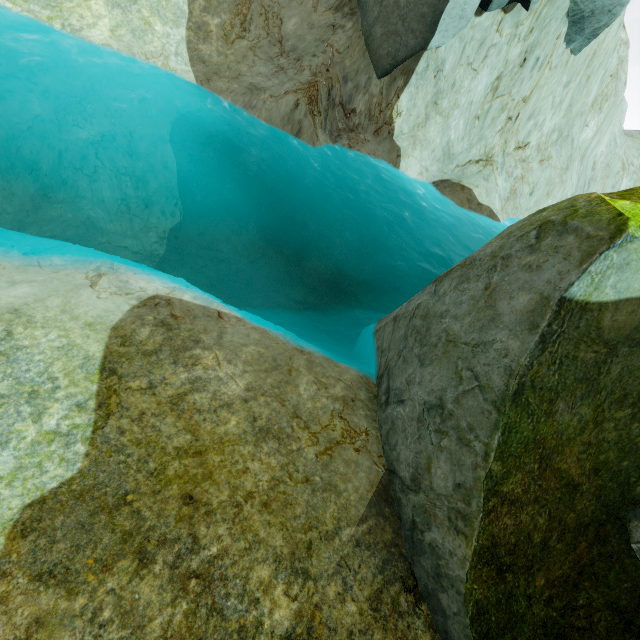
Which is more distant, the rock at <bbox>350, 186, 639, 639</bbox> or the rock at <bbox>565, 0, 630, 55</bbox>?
the rock at <bbox>565, 0, 630, 55</bbox>

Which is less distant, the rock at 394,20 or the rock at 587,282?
the rock at 587,282

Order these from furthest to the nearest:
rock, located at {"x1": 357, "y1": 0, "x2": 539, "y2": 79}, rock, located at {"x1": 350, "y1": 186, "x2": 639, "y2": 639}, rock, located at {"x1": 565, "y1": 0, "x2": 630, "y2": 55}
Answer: rock, located at {"x1": 565, "y1": 0, "x2": 630, "y2": 55} < rock, located at {"x1": 357, "y1": 0, "x2": 539, "y2": 79} < rock, located at {"x1": 350, "y1": 186, "x2": 639, "y2": 639}

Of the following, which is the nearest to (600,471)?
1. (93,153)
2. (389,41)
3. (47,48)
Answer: (93,153)

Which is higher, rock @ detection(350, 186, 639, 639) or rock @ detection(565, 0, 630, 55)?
rock @ detection(565, 0, 630, 55)
